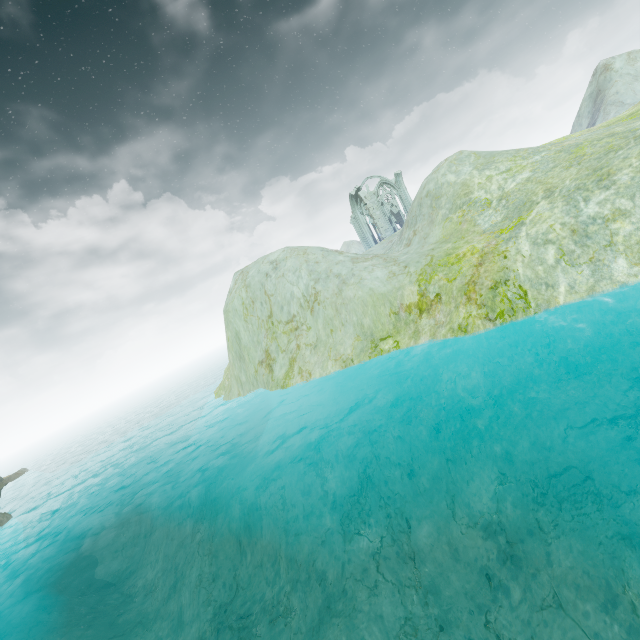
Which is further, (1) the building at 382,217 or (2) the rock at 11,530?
(1) the building at 382,217

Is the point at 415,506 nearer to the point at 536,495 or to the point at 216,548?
the point at 536,495

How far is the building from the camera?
44.7m

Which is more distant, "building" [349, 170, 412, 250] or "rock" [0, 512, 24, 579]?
"building" [349, 170, 412, 250]

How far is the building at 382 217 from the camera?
44.7m

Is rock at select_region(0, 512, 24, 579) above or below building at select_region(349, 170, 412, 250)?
below
